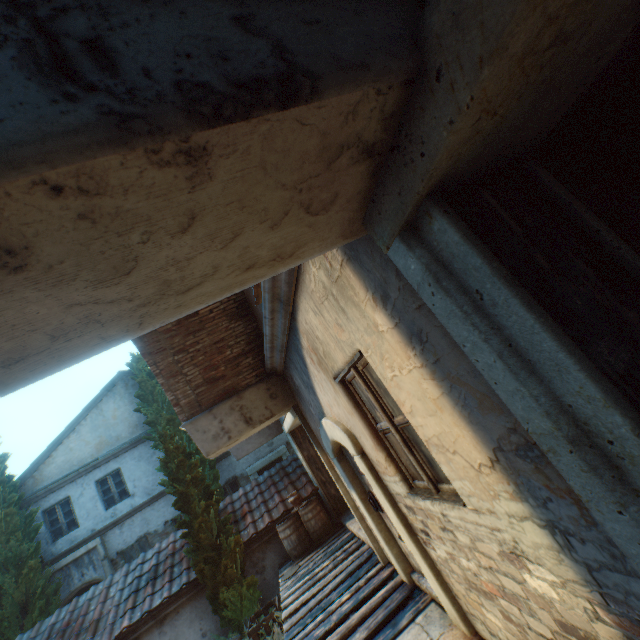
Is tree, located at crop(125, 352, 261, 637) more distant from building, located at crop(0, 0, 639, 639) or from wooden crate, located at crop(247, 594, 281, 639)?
building, located at crop(0, 0, 639, 639)

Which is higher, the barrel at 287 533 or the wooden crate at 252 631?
the barrel at 287 533

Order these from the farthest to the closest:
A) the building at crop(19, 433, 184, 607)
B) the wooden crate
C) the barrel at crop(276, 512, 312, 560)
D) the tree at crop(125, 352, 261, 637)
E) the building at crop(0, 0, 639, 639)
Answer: the building at crop(19, 433, 184, 607) < the barrel at crop(276, 512, 312, 560) < the tree at crop(125, 352, 261, 637) < the wooden crate < the building at crop(0, 0, 639, 639)

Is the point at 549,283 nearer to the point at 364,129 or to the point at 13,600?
the point at 364,129

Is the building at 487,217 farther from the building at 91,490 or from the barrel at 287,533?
the building at 91,490

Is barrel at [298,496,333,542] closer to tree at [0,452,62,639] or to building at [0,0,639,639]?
building at [0,0,639,639]

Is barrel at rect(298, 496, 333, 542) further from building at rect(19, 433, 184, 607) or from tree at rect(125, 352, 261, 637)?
building at rect(19, 433, 184, 607)

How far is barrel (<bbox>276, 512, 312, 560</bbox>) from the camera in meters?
8.6
